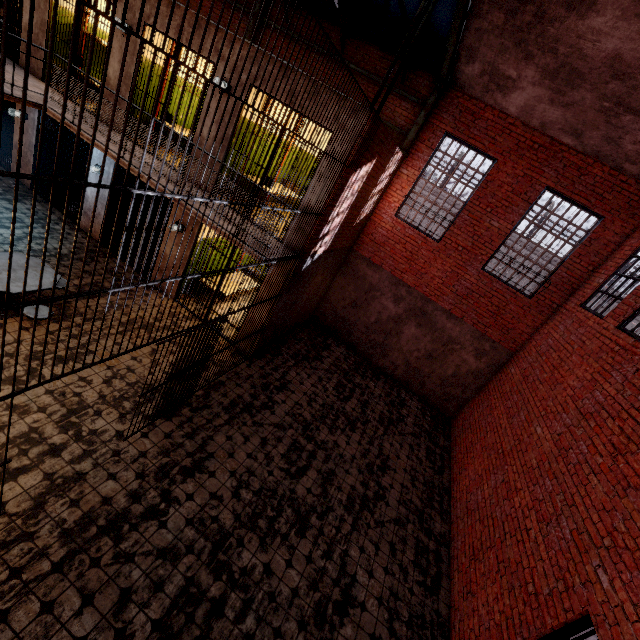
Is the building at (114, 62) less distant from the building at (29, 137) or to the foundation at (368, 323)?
the building at (29, 137)

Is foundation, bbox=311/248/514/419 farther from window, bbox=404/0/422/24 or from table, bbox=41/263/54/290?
table, bbox=41/263/54/290

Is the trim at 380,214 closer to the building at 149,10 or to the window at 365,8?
the window at 365,8

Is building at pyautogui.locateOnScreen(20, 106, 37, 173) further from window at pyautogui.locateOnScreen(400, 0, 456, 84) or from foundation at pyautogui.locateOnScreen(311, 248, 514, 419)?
window at pyautogui.locateOnScreen(400, 0, 456, 84)

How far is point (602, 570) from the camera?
3.66m

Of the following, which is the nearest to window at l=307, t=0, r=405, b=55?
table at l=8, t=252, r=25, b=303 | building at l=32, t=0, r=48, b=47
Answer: building at l=32, t=0, r=48, b=47

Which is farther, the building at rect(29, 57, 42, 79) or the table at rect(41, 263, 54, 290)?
the building at rect(29, 57, 42, 79)

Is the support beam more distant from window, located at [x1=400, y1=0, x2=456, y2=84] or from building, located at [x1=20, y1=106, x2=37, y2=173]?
building, located at [x1=20, y1=106, x2=37, y2=173]
